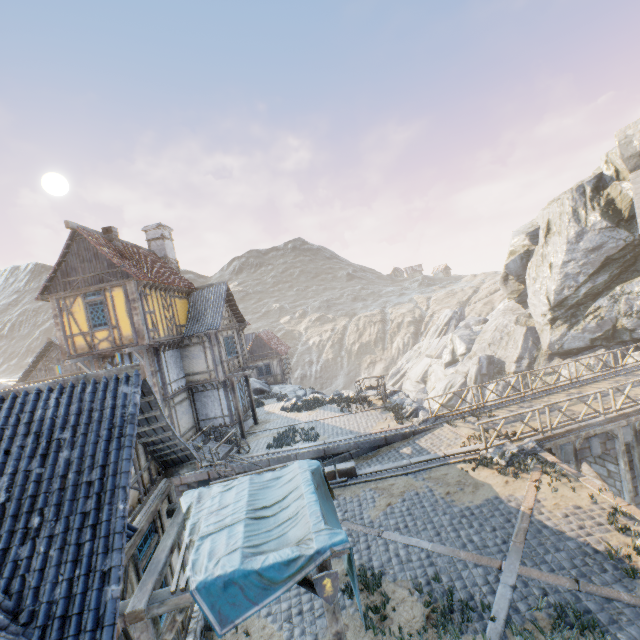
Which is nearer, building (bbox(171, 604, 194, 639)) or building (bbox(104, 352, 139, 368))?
building (bbox(171, 604, 194, 639))

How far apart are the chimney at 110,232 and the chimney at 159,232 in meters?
4.6 m

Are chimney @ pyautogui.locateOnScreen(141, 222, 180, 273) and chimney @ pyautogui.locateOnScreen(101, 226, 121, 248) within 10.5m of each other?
yes

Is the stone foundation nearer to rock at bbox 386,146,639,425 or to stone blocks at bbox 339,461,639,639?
stone blocks at bbox 339,461,639,639

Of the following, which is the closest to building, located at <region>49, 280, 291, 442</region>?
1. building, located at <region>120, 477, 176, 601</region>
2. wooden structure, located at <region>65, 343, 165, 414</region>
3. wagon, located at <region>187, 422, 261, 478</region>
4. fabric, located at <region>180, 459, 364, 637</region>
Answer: wooden structure, located at <region>65, 343, 165, 414</region>

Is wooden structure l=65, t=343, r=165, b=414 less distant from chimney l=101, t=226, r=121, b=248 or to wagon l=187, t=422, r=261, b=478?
wagon l=187, t=422, r=261, b=478

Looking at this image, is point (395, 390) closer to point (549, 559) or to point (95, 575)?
point (549, 559)

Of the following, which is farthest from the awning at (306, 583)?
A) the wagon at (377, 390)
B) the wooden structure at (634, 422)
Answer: the wagon at (377, 390)
